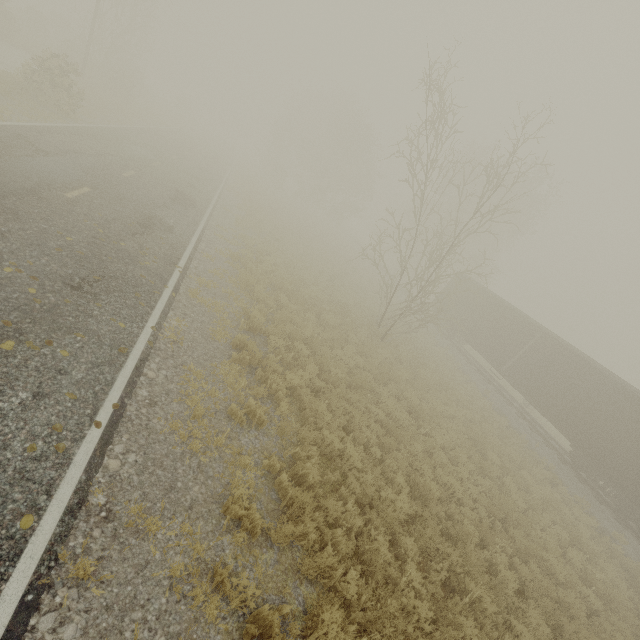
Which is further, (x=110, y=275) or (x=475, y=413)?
(x=475, y=413)
